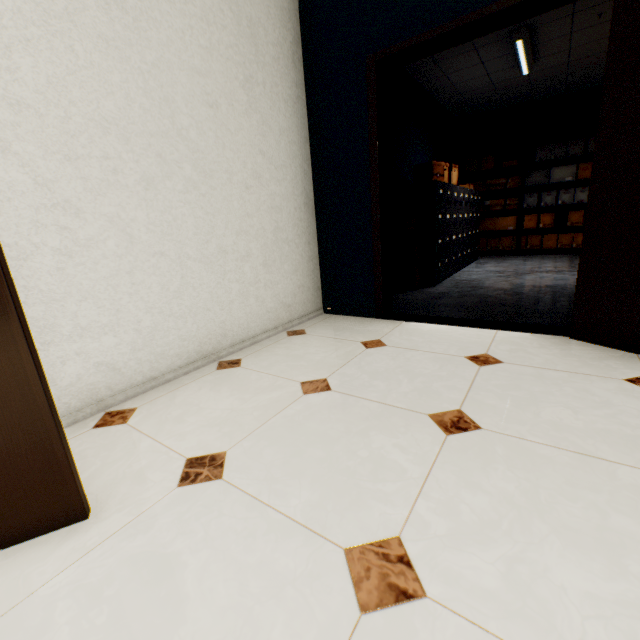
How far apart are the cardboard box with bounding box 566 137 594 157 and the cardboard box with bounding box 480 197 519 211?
0.56m

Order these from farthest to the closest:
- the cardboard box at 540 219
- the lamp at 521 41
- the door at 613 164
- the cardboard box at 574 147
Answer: the cardboard box at 540 219
the cardboard box at 574 147
the lamp at 521 41
the door at 613 164

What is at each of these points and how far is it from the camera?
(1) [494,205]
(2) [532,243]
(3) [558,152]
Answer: (1) cardboard box, 6.88m
(2) cardboard box, 6.73m
(3) cardboard box, 6.07m

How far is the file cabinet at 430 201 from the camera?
4.16m

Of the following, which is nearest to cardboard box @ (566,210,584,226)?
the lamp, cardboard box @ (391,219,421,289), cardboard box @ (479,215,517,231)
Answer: cardboard box @ (479,215,517,231)

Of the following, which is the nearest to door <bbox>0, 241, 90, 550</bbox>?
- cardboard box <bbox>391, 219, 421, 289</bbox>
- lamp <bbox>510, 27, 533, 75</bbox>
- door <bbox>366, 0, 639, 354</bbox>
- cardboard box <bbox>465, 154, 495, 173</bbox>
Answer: door <bbox>366, 0, 639, 354</bbox>

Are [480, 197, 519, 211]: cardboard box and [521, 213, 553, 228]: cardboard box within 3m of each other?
yes

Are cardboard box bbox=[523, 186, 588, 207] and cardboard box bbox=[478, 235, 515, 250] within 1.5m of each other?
yes
